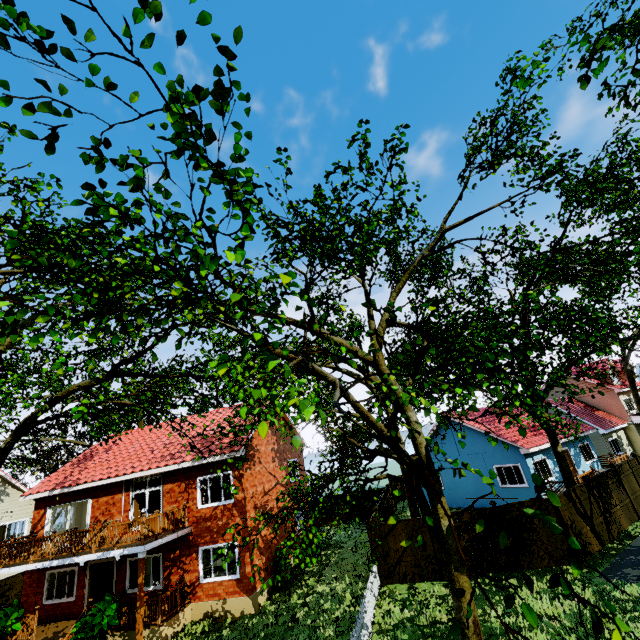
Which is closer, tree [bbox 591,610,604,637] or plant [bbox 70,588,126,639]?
tree [bbox 591,610,604,637]

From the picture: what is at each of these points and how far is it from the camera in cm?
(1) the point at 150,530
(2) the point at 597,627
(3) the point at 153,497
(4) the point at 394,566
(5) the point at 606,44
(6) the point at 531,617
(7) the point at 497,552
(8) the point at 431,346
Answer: (1) wooden rail, 1355
(2) tree, 212
(3) wardrobe, 1833
(4) fence, 1441
(5) tree, 426
(6) tree, 241
(7) fence, 1359
(8) tree, 1130

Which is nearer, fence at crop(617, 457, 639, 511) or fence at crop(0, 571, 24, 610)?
fence at crop(617, 457, 639, 511)

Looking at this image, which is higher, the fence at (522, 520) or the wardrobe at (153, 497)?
the wardrobe at (153, 497)

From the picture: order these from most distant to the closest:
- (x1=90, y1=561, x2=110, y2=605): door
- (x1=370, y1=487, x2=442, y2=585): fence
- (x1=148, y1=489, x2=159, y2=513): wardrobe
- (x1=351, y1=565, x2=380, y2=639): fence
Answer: (x1=148, y1=489, x2=159, y2=513): wardrobe < (x1=90, y1=561, x2=110, y2=605): door < (x1=370, y1=487, x2=442, y2=585): fence < (x1=351, y1=565, x2=380, y2=639): fence

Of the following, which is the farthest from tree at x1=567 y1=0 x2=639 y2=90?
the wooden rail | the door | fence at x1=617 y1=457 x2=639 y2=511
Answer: the door

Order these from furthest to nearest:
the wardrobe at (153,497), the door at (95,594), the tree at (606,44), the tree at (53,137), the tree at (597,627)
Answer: the wardrobe at (153,497) → the door at (95,594) → the tree at (606,44) → the tree at (53,137) → the tree at (597,627)
